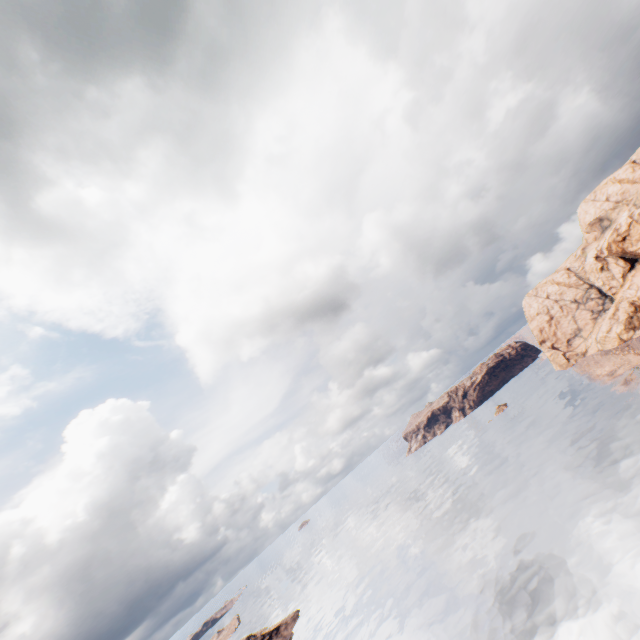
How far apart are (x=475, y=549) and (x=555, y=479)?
19.9 meters
